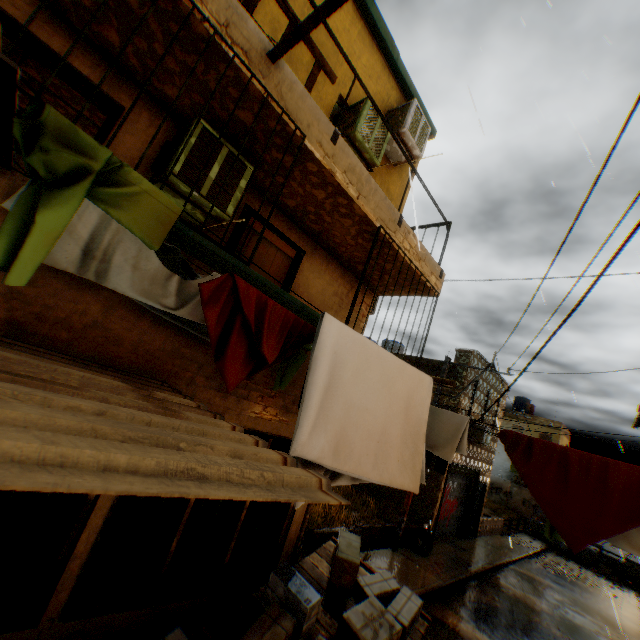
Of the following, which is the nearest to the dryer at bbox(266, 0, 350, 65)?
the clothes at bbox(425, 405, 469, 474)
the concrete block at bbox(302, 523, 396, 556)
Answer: the clothes at bbox(425, 405, 469, 474)

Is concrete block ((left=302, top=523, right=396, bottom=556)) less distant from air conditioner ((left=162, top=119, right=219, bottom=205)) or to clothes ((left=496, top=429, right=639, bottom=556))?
clothes ((left=496, top=429, right=639, bottom=556))

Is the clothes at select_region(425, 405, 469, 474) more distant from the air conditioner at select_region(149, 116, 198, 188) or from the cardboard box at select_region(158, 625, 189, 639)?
the air conditioner at select_region(149, 116, 198, 188)

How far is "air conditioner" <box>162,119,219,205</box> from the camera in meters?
3.4 m

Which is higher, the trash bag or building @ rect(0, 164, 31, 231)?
building @ rect(0, 164, 31, 231)

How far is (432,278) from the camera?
5.9 meters

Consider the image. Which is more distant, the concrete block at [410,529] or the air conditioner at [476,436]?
the air conditioner at [476,436]

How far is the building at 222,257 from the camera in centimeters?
276cm
